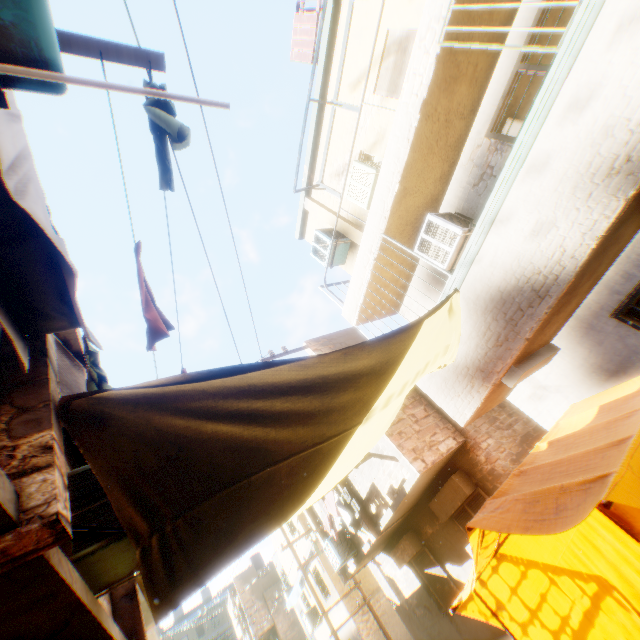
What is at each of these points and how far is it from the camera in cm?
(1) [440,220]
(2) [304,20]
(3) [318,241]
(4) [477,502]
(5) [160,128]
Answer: (1) air conditioner, 581
(2) wooden shield, 845
(3) air conditioner, 898
(4) shutter, 824
(5) dryer, 203

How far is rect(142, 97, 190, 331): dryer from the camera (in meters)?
1.75

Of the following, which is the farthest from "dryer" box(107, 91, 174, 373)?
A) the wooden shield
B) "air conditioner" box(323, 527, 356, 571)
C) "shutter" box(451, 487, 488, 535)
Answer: the wooden shield

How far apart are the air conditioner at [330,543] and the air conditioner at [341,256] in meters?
9.0 m

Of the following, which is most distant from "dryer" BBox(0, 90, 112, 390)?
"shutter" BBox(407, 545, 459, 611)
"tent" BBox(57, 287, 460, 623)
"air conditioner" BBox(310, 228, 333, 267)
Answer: "shutter" BBox(407, 545, 459, 611)

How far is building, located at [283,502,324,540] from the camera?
12.70m

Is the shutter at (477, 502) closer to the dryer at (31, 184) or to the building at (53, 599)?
the building at (53, 599)

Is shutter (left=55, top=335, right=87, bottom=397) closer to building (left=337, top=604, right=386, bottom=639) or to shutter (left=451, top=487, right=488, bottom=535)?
building (left=337, top=604, right=386, bottom=639)
